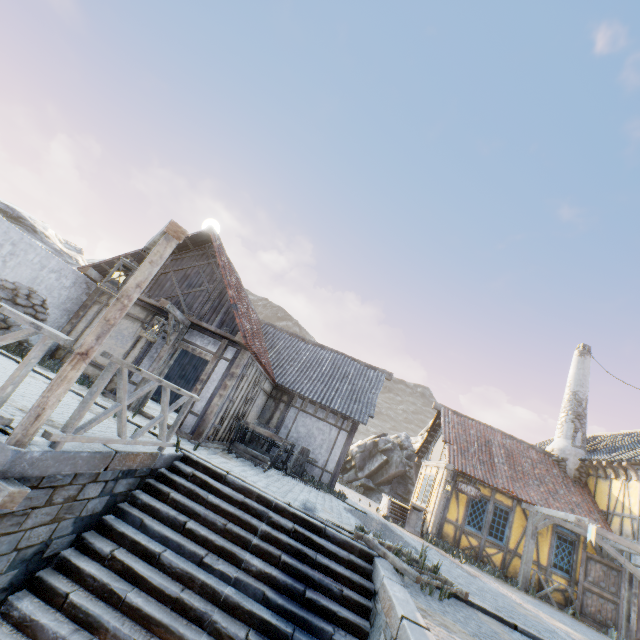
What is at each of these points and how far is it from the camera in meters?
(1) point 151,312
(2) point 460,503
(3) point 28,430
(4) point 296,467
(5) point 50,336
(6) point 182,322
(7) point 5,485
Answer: (1) building, 10.5 m
(2) building, 13.1 m
(3) wooden structure, 3.3 m
(4) barrel, 13.0 m
(5) wooden fence, 3.6 m
(6) wooden structure, 9.7 m
(7) wooden structure, 3.1 m

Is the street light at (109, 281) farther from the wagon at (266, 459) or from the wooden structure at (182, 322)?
the wagon at (266, 459)

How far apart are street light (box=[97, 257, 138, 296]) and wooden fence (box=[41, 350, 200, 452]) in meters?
1.2

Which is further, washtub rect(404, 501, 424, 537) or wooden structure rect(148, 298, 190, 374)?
washtub rect(404, 501, 424, 537)

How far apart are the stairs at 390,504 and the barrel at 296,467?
3.7m

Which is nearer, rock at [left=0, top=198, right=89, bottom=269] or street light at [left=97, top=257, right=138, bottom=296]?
street light at [left=97, top=257, right=138, bottom=296]

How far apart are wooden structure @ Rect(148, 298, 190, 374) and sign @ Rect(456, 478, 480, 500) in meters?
12.0 m

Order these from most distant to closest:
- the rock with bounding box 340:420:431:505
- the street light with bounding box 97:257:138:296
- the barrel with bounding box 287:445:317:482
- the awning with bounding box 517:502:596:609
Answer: the rock with bounding box 340:420:431:505 → the barrel with bounding box 287:445:317:482 → the awning with bounding box 517:502:596:609 → the street light with bounding box 97:257:138:296
